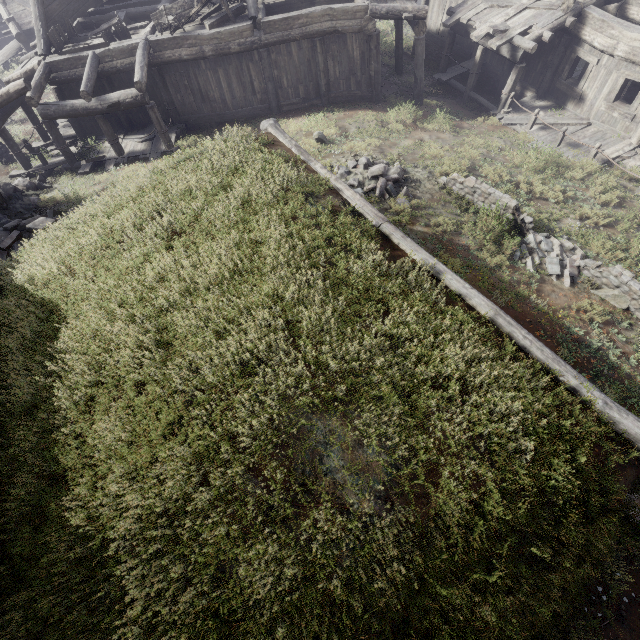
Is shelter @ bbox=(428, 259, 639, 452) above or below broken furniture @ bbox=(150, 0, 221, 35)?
above

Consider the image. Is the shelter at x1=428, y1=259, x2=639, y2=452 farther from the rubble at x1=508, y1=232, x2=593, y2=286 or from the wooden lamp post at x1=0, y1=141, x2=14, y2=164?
the wooden lamp post at x1=0, y1=141, x2=14, y2=164

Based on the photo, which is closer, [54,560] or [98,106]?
[54,560]

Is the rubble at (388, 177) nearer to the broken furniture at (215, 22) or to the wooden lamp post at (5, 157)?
the broken furniture at (215, 22)

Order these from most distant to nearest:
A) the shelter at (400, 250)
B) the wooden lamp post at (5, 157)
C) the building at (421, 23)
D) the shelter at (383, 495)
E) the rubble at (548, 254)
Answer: the wooden lamp post at (5, 157) → the building at (421, 23) → the rubble at (548, 254) → the shelter at (400, 250) → the shelter at (383, 495)

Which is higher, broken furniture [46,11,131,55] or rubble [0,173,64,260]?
broken furniture [46,11,131,55]

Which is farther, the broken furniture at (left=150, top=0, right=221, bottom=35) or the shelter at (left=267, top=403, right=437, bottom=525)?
the broken furniture at (left=150, top=0, right=221, bottom=35)

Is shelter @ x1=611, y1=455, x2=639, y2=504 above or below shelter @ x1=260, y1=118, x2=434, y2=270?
below
